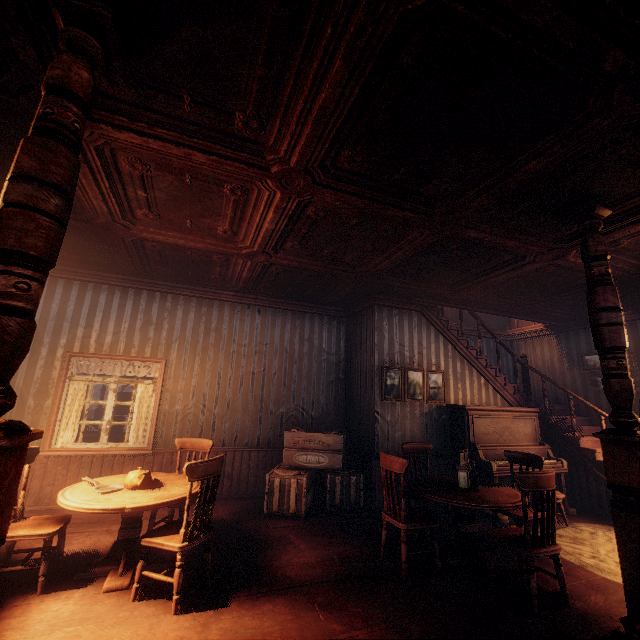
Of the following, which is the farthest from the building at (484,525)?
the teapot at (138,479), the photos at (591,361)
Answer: the teapot at (138,479)

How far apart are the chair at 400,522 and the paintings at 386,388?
1.9 meters

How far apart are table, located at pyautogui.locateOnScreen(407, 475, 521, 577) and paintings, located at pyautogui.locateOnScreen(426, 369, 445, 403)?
2.2m

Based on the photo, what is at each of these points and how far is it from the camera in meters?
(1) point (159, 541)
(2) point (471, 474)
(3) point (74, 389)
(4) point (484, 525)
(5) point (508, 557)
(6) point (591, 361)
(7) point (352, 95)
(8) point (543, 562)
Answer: (1) chair, 2.9 m
(2) glass bottle set, 4.0 m
(3) curtain, 5.4 m
(4) building, 5.1 m
(5) building, 4.1 m
(6) photos, 7.5 m
(7) building, 2.3 m
(8) building, 4.0 m

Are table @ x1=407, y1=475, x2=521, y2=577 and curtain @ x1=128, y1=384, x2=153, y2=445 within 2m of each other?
no

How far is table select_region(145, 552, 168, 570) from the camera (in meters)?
3.41

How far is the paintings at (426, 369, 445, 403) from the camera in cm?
651

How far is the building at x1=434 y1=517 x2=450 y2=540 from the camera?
4.57m
